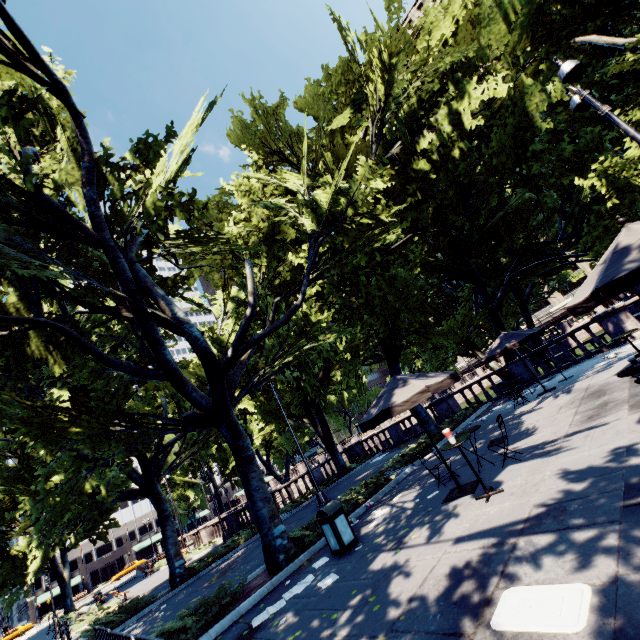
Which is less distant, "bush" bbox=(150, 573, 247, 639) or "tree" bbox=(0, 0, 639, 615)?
"bush" bbox=(150, 573, 247, 639)

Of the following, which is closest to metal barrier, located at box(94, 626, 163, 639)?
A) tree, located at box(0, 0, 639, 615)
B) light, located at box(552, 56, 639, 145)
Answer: tree, located at box(0, 0, 639, 615)

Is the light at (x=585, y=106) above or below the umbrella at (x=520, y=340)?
above

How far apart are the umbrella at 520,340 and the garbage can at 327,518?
9.6 meters

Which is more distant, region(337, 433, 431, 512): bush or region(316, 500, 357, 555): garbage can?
region(337, 433, 431, 512): bush

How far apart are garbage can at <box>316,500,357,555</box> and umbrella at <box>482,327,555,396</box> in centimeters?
960cm

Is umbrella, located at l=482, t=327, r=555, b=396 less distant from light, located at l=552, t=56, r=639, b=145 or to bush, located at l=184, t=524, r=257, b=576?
light, located at l=552, t=56, r=639, b=145

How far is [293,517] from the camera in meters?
17.5
